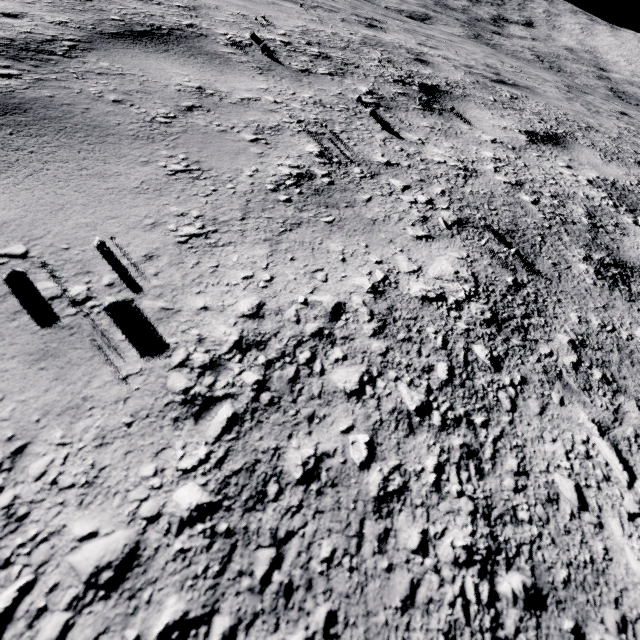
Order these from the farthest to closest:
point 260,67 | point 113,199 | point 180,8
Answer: point 180,8 < point 260,67 < point 113,199
